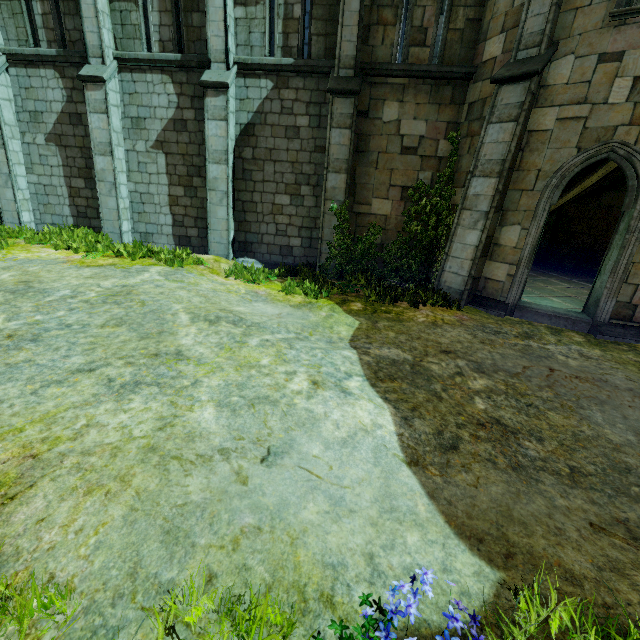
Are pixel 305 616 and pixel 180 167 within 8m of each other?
no

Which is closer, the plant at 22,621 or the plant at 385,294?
the plant at 22,621

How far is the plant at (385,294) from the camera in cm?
832

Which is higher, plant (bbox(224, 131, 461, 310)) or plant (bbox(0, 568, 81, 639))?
plant (bbox(0, 568, 81, 639))

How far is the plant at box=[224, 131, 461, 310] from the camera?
8.3m

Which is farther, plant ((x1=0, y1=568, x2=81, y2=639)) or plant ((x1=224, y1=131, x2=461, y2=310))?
plant ((x1=224, y1=131, x2=461, y2=310))
